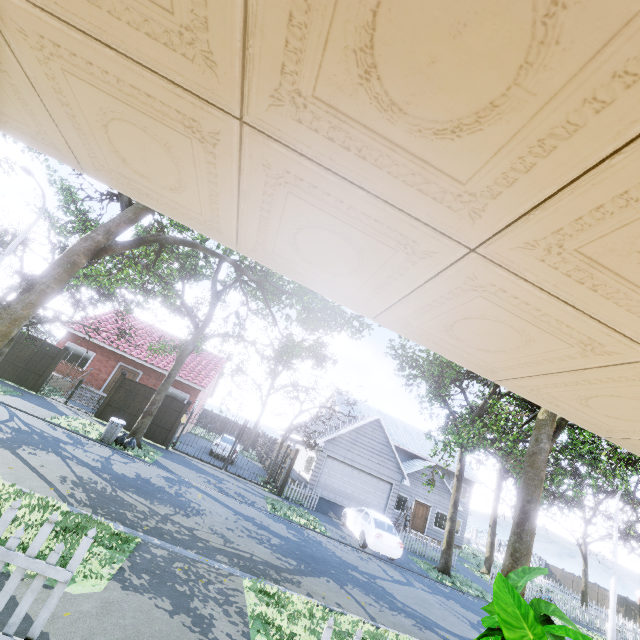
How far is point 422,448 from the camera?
31.64m

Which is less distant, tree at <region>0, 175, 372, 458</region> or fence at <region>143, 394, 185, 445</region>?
tree at <region>0, 175, 372, 458</region>

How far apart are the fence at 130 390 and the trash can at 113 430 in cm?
340

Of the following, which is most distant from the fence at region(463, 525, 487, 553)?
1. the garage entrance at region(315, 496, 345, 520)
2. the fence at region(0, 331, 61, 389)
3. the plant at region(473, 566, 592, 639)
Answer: the fence at region(0, 331, 61, 389)

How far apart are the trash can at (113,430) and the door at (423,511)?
23.0m

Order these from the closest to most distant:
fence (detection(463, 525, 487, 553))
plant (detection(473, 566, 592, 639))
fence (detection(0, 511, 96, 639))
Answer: plant (detection(473, 566, 592, 639))
fence (detection(0, 511, 96, 639))
fence (detection(463, 525, 487, 553))

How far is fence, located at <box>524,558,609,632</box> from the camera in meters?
20.2 m

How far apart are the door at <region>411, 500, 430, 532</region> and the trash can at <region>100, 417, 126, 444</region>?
23.0 meters
